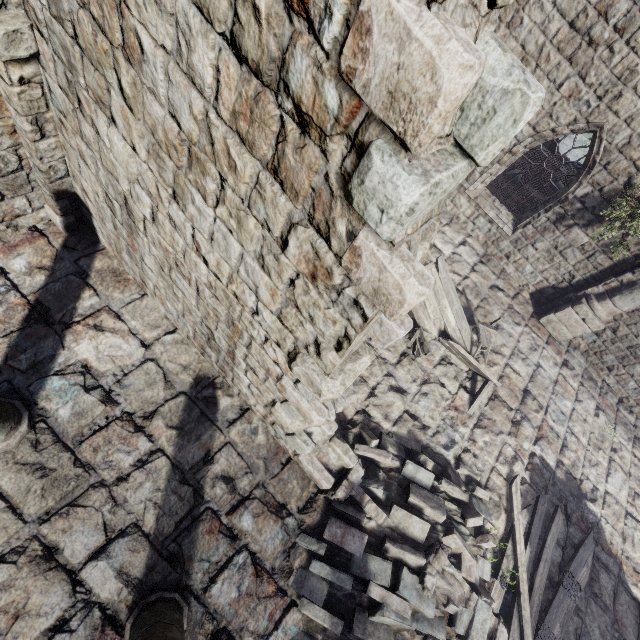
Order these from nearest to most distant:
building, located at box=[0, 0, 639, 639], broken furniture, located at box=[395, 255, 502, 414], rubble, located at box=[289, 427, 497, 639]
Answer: building, located at box=[0, 0, 639, 639], rubble, located at box=[289, 427, 497, 639], broken furniture, located at box=[395, 255, 502, 414]

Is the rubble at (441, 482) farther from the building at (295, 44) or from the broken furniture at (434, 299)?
the broken furniture at (434, 299)

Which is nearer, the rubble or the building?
the building

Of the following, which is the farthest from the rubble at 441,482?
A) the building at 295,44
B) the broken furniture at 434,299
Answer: the broken furniture at 434,299

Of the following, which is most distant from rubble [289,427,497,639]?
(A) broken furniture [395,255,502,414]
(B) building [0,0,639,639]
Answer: (A) broken furniture [395,255,502,414]

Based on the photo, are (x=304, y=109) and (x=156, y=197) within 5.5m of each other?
yes

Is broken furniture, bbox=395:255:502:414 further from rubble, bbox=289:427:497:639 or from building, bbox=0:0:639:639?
rubble, bbox=289:427:497:639
